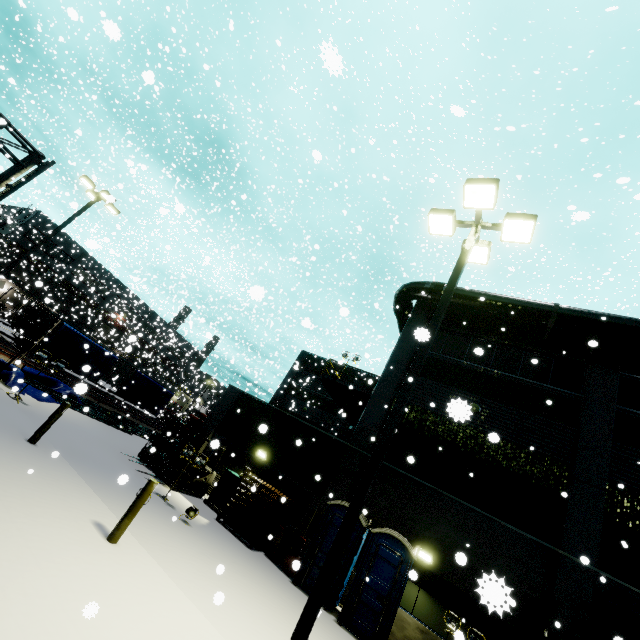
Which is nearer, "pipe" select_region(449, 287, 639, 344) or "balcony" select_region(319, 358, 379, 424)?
"pipe" select_region(449, 287, 639, 344)

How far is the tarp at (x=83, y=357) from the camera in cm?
1780

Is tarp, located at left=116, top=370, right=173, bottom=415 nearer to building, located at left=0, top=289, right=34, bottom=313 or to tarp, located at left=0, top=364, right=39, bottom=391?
tarp, located at left=0, top=364, right=39, bottom=391

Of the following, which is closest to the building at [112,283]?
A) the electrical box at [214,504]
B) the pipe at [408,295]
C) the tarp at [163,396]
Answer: the pipe at [408,295]

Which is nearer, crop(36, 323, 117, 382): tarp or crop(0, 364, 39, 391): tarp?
crop(0, 364, 39, 391): tarp

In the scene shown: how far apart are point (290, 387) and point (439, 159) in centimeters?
2748cm

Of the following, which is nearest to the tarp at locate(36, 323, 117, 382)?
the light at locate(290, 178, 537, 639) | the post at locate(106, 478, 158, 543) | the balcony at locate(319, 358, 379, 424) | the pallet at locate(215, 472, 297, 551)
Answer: the balcony at locate(319, 358, 379, 424)
